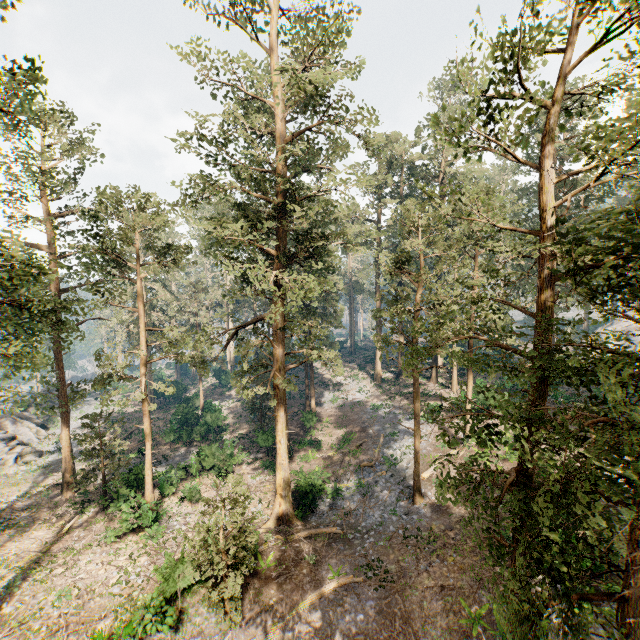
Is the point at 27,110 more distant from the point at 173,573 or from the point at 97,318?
the point at 173,573

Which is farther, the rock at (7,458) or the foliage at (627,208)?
the rock at (7,458)

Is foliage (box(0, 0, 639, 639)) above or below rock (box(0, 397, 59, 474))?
above

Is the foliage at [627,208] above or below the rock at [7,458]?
above

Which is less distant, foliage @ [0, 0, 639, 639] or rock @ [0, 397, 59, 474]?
foliage @ [0, 0, 639, 639]
